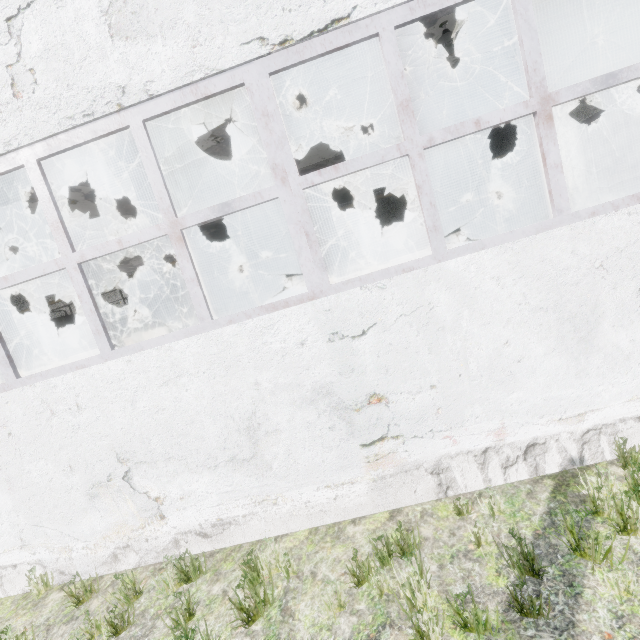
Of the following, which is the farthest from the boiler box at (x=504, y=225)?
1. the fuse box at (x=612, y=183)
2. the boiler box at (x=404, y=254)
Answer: the fuse box at (x=612, y=183)

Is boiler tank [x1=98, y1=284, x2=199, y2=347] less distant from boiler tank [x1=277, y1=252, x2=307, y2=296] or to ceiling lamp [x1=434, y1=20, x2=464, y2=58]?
boiler tank [x1=277, y1=252, x2=307, y2=296]

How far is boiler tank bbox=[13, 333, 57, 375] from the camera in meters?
10.8 m

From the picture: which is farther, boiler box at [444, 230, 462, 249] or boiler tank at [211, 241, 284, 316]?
boiler box at [444, 230, 462, 249]

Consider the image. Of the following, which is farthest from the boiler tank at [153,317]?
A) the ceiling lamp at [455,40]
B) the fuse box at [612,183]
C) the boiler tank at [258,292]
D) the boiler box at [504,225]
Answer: the fuse box at [612,183]

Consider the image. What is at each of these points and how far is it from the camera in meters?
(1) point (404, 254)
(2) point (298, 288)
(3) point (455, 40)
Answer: (1) boiler box, 11.3
(2) boiler tank, 10.1
(3) ceiling lamp, 6.5

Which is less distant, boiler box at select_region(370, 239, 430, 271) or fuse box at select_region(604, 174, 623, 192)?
boiler box at select_region(370, 239, 430, 271)

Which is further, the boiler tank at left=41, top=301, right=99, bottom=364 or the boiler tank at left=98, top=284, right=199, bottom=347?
the boiler tank at left=98, top=284, right=199, bottom=347
